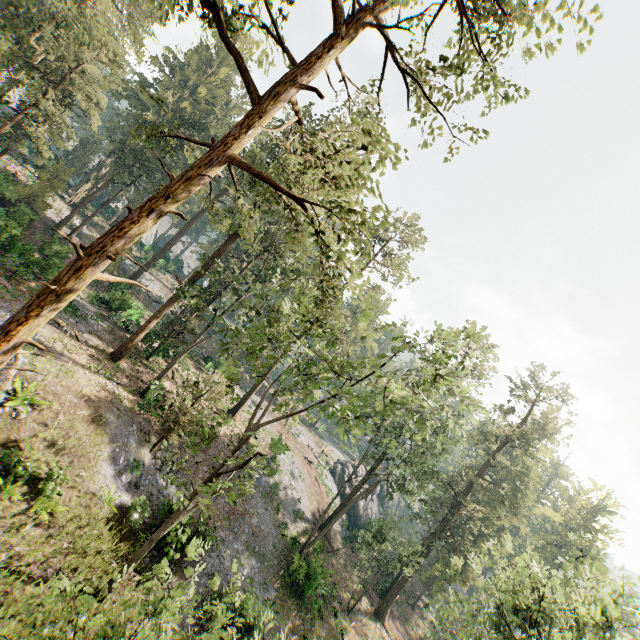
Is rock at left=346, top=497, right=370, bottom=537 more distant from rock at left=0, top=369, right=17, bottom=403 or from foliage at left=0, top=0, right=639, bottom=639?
rock at left=0, top=369, right=17, bottom=403

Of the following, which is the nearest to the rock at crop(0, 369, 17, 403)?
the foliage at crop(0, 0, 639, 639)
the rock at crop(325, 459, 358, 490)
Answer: the foliage at crop(0, 0, 639, 639)

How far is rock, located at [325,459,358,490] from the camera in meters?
49.7

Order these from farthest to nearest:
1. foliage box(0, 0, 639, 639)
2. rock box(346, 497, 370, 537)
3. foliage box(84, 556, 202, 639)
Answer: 1. rock box(346, 497, 370, 537)
2. foliage box(0, 0, 639, 639)
3. foliage box(84, 556, 202, 639)

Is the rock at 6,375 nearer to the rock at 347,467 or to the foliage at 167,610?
the foliage at 167,610

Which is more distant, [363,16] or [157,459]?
[157,459]

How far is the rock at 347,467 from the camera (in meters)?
49.71
